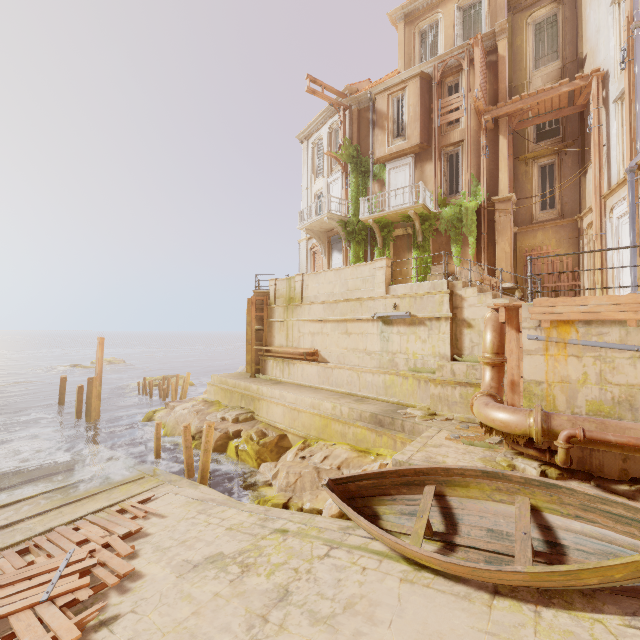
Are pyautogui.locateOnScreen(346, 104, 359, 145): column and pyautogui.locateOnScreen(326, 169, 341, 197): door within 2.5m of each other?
yes

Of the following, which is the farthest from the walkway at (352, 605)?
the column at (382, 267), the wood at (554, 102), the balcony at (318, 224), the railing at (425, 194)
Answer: the wood at (554, 102)

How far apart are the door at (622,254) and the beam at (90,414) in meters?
26.1

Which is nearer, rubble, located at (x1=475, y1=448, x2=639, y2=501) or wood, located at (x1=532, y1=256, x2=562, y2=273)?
rubble, located at (x1=475, y1=448, x2=639, y2=501)

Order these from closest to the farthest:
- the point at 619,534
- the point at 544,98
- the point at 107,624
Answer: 1. the point at 619,534
2. the point at 107,624
3. the point at 544,98

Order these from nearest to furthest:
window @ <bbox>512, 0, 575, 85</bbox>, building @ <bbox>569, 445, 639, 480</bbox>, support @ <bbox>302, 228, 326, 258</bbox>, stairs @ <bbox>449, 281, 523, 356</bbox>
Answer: building @ <bbox>569, 445, 639, 480</bbox> < stairs @ <bbox>449, 281, 523, 356</bbox> < window @ <bbox>512, 0, 575, 85</bbox> < support @ <bbox>302, 228, 326, 258</bbox>

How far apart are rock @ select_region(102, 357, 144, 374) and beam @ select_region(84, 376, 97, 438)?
30.2m

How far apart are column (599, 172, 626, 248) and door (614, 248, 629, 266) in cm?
0
